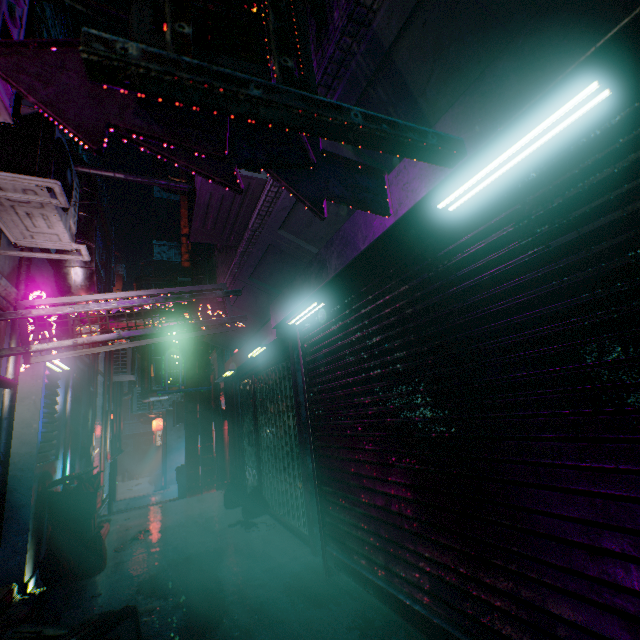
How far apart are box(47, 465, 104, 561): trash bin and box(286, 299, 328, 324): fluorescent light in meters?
3.5

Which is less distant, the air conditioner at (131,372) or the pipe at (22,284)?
the pipe at (22,284)

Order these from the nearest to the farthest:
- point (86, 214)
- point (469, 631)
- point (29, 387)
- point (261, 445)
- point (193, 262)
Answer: point (469, 631) < point (86, 214) < point (29, 387) < point (193, 262) < point (261, 445)

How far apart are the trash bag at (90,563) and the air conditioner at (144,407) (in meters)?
8.36

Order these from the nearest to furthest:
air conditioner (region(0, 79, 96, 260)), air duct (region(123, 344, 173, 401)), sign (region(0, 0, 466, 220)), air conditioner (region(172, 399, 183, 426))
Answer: sign (region(0, 0, 466, 220)), air conditioner (region(0, 79, 96, 260)), air duct (region(123, 344, 173, 401)), air conditioner (region(172, 399, 183, 426))

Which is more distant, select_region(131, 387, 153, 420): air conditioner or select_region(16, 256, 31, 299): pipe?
select_region(131, 387, 153, 420): air conditioner

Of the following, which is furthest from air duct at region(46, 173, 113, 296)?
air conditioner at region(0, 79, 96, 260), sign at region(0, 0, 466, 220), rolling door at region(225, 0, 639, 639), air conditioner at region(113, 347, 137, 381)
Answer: air conditioner at region(113, 347, 137, 381)

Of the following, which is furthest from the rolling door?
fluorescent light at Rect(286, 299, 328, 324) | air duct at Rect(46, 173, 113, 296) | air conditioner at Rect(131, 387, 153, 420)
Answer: air conditioner at Rect(131, 387, 153, 420)
